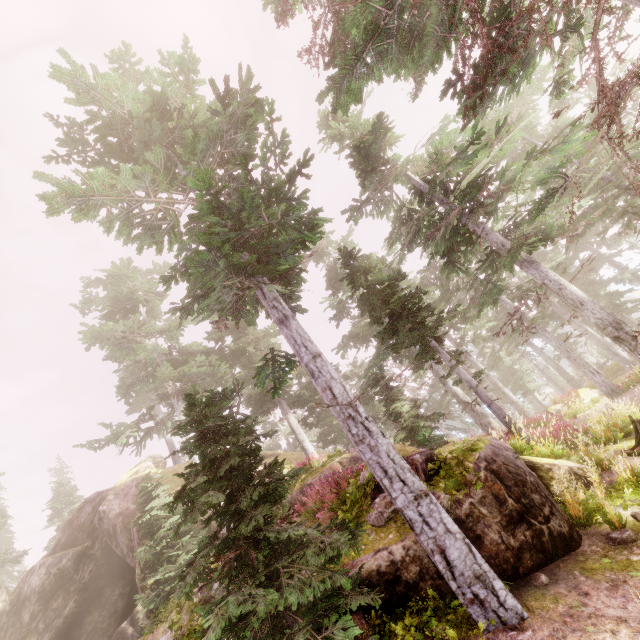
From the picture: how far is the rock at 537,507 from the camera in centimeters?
626cm

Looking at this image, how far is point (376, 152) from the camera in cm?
1680

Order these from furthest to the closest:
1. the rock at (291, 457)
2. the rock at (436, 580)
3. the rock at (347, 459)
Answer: the rock at (291, 457) → the rock at (347, 459) → the rock at (436, 580)

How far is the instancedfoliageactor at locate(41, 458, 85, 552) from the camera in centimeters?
3195cm

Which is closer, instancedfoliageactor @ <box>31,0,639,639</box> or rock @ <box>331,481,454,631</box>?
instancedfoliageactor @ <box>31,0,639,639</box>

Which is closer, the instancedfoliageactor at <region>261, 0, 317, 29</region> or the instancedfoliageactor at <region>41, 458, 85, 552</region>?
the instancedfoliageactor at <region>261, 0, 317, 29</region>

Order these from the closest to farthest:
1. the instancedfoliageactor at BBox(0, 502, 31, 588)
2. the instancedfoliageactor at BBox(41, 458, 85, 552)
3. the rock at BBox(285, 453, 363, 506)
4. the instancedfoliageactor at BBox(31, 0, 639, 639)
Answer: the instancedfoliageactor at BBox(31, 0, 639, 639)
the rock at BBox(285, 453, 363, 506)
the instancedfoliageactor at BBox(0, 502, 31, 588)
the instancedfoliageactor at BBox(41, 458, 85, 552)
